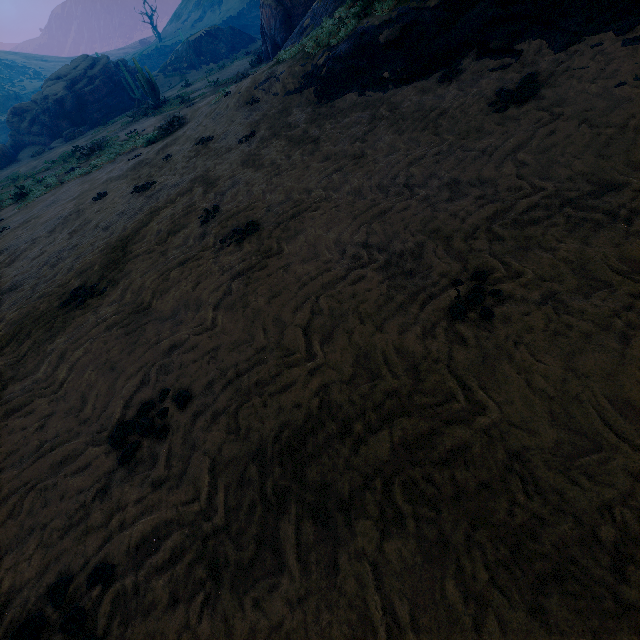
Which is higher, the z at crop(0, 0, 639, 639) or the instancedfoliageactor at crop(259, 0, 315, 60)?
the instancedfoliageactor at crop(259, 0, 315, 60)

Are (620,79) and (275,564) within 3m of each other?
no

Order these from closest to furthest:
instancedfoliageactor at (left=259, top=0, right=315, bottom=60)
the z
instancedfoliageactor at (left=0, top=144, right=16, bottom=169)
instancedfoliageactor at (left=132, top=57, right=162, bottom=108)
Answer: the z → instancedfoliageactor at (left=259, top=0, right=315, bottom=60) → instancedfoliageactor at (left=132, top=57, right=162, bottom=108) → instancedfoliageactor at (left=0, top=144, right=16, bottom=169)

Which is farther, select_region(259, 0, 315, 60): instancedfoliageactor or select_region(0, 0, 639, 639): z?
select_region(259, 0, 315, 60): instancedfoliageactor

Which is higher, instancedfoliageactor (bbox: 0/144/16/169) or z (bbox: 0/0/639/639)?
instancedfoliageactor (bbox: 0/144/16/169)

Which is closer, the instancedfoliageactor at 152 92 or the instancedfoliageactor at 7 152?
the instancedfoliageactor at 152 92

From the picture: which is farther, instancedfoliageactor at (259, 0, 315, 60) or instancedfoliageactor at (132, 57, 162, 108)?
instancedfoliageactor at (132, 57, 162, 108)

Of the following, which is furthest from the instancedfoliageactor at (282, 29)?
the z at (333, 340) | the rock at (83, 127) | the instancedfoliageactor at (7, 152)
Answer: the instancedfoliageactor at (7, 152)
